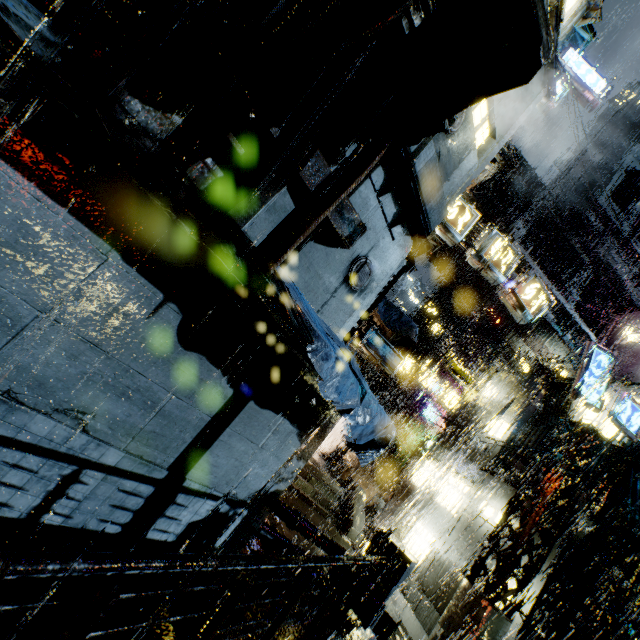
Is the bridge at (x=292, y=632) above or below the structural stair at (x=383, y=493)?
below

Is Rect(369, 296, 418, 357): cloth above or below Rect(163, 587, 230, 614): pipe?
above

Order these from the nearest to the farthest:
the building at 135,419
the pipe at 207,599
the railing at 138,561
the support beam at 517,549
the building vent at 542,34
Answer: Answer:
the railing at 138,561
the building vent at 542,34
the building at 135,419
the pipe at 207,599
the support beam at 517,549

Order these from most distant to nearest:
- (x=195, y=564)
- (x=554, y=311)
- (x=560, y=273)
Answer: (x=560, y=273)
(x=554, y=311)
(x=195, y=564)

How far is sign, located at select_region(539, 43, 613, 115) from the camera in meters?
14.2 m

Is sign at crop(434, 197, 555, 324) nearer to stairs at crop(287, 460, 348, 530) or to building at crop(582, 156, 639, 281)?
building at crop(582, 156, 639, 281)

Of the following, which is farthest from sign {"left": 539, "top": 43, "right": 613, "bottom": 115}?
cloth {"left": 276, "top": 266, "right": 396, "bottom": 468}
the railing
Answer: the railing

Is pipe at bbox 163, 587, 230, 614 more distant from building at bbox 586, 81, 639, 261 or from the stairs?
the stairs
